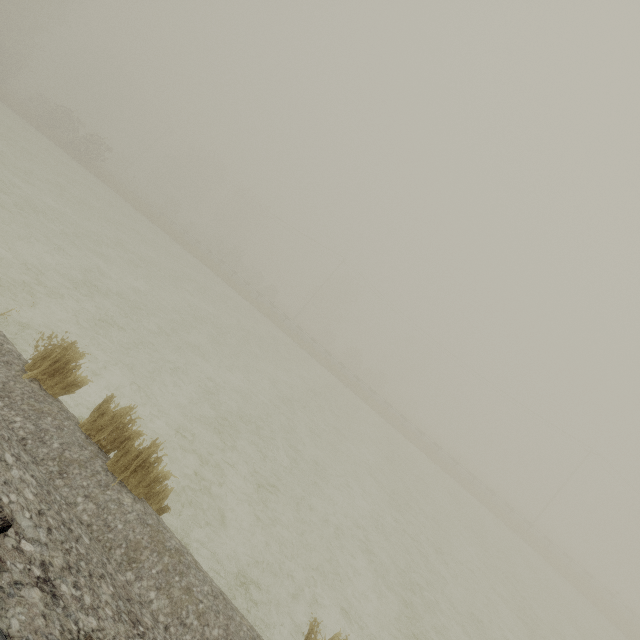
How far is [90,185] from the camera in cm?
2481
